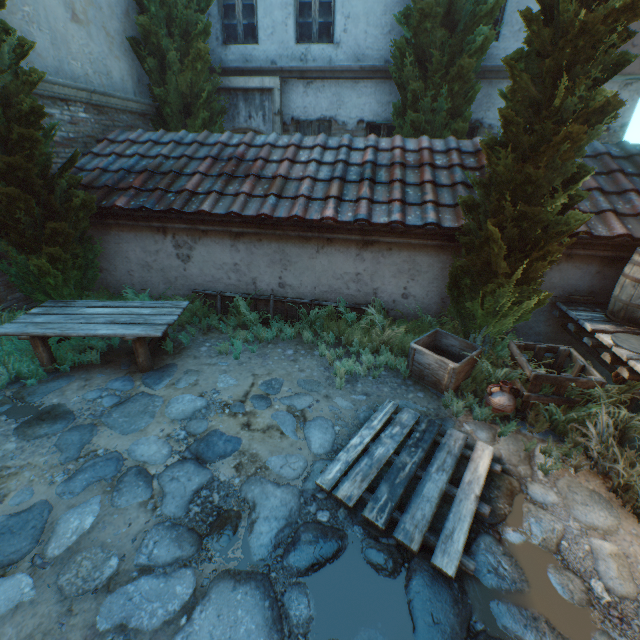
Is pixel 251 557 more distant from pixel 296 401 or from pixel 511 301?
pixel 511 301

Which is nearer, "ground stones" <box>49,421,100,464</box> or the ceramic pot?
"ground stones" <box>49,421,100,464</box>

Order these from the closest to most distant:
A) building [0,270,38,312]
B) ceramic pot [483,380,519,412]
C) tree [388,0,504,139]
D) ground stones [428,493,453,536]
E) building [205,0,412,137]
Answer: ground stones [428,493,453,536] < ceramic pot [483,380,519,412] < building [0,270,38,312] < tree [388,0,504,139] < building [205,0,412,137]

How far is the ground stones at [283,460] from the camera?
3.3 meters

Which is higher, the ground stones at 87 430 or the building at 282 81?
the building at 282 81

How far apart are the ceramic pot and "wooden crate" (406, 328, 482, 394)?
0.32m

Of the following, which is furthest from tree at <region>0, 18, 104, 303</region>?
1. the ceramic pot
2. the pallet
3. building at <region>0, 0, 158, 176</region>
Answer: the pallet

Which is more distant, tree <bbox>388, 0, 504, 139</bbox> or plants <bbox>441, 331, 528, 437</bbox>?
tree <bbox>388, 0, 504, 139</bbox>
